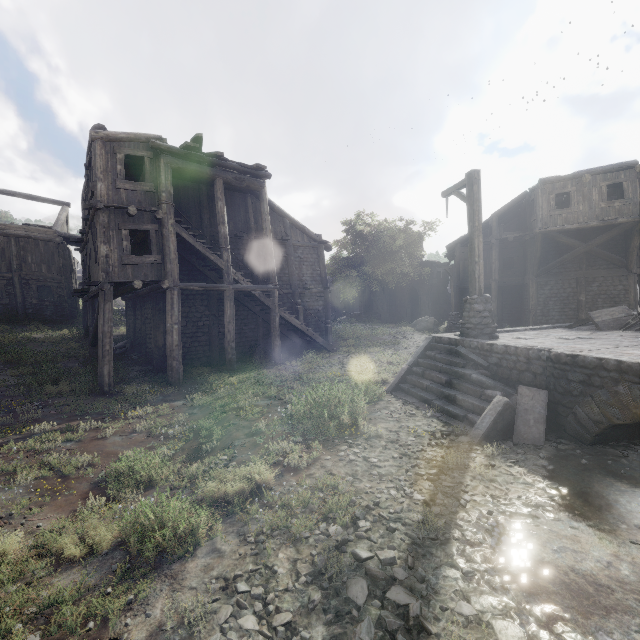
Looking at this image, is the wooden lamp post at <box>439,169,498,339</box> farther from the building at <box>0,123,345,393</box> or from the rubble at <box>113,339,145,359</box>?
the rubble at <box>113,339,145,359</box>

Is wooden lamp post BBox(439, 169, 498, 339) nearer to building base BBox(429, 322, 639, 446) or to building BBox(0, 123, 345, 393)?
building base BBox(429, 322, 639, 446)

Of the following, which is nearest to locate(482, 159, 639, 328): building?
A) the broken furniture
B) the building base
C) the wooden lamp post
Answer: the wooden lamp post

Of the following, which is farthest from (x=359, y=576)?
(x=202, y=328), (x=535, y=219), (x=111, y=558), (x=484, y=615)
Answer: (x=535, y=219)

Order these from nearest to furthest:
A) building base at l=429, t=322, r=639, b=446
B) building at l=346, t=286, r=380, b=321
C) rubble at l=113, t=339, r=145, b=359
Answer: building base at l=429, t=322, r=639, b=446
rubble at l=113, t=339, r=145, b=359
building at l=346, t=286, r=380, b=321

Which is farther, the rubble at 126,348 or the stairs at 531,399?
the rubble at 126,348

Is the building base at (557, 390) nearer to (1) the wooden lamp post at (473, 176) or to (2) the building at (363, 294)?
(1) the wooden lamp post at (473, 176)

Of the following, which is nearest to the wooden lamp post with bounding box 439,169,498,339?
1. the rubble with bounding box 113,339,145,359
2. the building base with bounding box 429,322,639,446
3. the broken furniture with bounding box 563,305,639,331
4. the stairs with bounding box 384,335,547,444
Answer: the building base with bounding box 429,322,639,446
